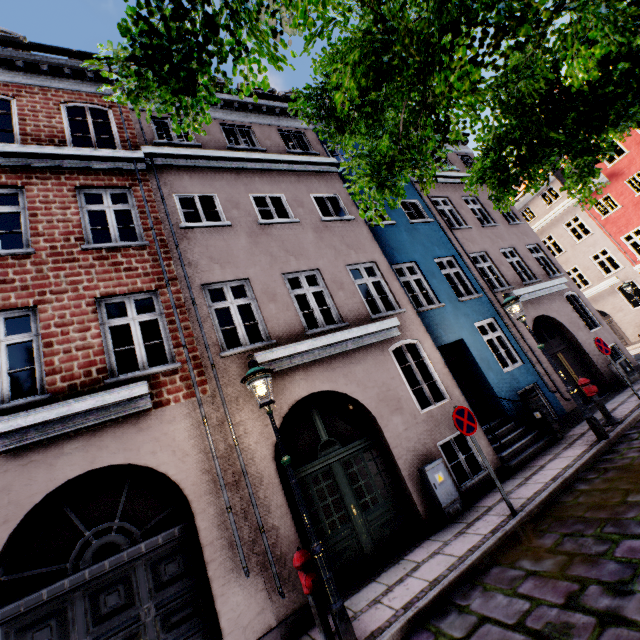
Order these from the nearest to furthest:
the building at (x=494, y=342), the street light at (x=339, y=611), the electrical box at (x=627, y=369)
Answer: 1. the street light at (x=339, y=611)
2. the building at (x=494, y=342)
3. the electrical box at (x=627, y=369)

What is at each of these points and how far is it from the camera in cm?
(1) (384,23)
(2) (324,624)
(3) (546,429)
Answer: (1) tree, 244
(2) hydrant, 402
(3) electrical box, 869

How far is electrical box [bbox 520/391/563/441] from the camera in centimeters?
856cm

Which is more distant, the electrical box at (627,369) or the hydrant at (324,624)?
the electrical box at (627,369)

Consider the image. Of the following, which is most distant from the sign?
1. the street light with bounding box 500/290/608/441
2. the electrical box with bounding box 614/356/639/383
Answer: the electrical box with bounding box 614/356/639/383

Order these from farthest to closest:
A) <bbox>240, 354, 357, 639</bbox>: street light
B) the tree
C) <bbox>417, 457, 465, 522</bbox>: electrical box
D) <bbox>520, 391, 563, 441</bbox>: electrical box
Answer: <bbox>520, 391, 563, 441</bbox>: electrical box
<bbox>417, 457, 465, 522</bbox>: electrical box
<bbox>240, 354, 357, 639</bbox>: street light
the tree

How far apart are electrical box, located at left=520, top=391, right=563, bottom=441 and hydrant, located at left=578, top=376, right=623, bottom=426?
0.9m

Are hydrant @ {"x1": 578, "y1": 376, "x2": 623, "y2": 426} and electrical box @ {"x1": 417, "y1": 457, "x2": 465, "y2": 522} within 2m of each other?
no
